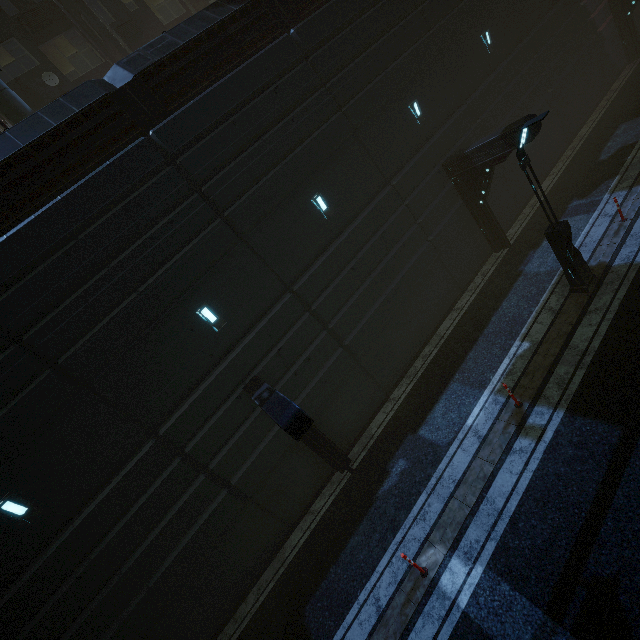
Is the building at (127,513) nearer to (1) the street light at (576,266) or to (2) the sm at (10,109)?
(2) the sm at (10,109)

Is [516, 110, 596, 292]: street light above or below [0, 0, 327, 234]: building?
below

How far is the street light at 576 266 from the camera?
8.5m

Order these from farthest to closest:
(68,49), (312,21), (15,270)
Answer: (68,49) < (312,21) < (15,270)

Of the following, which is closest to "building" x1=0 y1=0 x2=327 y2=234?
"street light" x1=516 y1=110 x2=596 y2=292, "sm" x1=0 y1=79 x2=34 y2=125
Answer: "sm" x1=0 y1=79 x2=34 y2=125

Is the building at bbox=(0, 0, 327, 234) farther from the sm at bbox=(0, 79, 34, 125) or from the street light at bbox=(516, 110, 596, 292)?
the street light at bbox=(516, 110, 596, 292)

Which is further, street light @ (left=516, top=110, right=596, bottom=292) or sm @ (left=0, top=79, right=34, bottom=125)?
sm @ (left=0, top=79, right=34, bottom=125)
